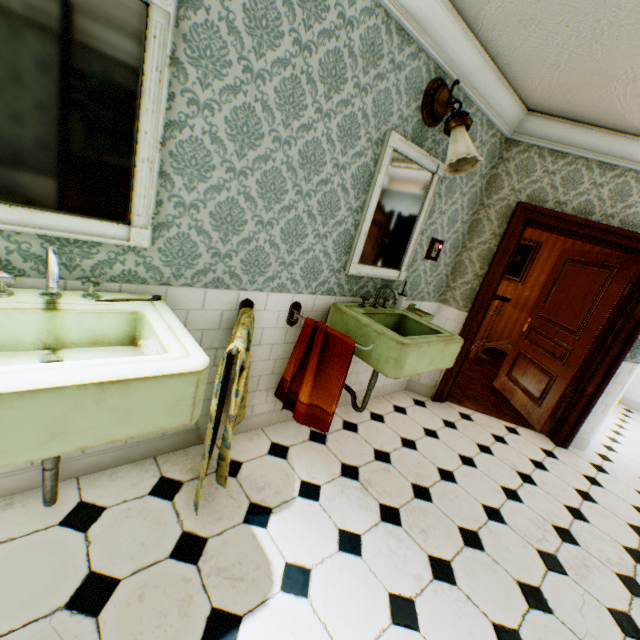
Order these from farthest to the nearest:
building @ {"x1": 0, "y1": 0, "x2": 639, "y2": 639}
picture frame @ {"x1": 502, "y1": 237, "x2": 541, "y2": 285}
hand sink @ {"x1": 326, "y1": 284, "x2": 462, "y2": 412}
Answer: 1. picture frame @ {"x1": 502, "y1": 237, "x2": 541, "y2": 285}
2. hand sink @ {"x1": 326, "y1": 284, "x2": 462, "y2": 412}
3. building @ {"x1": 0, "y1": 0, "x2": 639, "y2": 639}

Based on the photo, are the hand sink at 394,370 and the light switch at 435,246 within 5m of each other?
yes

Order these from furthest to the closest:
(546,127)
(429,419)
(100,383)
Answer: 1. (429,419)
2. (546,127)
3. (100,383)

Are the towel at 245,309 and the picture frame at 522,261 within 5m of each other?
no

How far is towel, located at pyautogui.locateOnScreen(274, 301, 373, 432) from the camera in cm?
221

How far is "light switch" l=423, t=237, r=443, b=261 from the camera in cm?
315

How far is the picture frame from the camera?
7.07m

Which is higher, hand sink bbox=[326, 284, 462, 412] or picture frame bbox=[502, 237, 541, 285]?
picture frame bbox=[502, 237, 541, 285]
